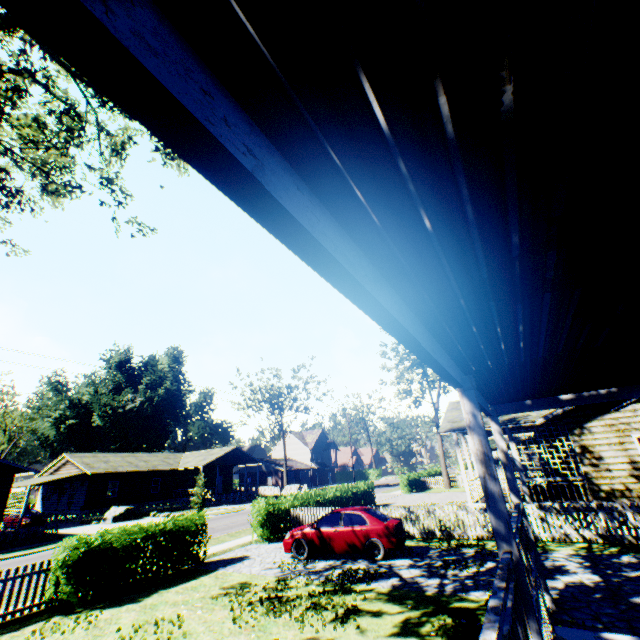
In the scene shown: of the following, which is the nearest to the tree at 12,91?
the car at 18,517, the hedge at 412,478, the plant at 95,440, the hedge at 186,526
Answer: the hedge at 186,526

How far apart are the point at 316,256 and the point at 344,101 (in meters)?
0.67

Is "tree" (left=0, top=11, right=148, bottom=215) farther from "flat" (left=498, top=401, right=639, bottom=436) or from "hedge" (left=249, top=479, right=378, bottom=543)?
"flat" (left=498, top=401, right=639, bottom=436)

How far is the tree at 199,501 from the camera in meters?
32.7

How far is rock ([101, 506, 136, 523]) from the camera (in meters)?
29.61

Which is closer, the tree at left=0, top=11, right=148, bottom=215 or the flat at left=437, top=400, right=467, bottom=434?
the tree at left=0, top=11, right=148, bottom=215

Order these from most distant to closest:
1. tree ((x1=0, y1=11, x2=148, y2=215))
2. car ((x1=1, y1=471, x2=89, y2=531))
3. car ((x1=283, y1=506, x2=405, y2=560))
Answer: car ((x1=1, y1=471, x2=89, y2=531)) < car ((x1=283, y1=506, x2=405, y2=560)) < tree ((x1=0, y1=11, x2=148, y2=215))

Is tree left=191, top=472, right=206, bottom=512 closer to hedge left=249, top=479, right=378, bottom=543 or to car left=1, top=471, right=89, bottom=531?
car left=1, top=471, right=89, bottom=531
